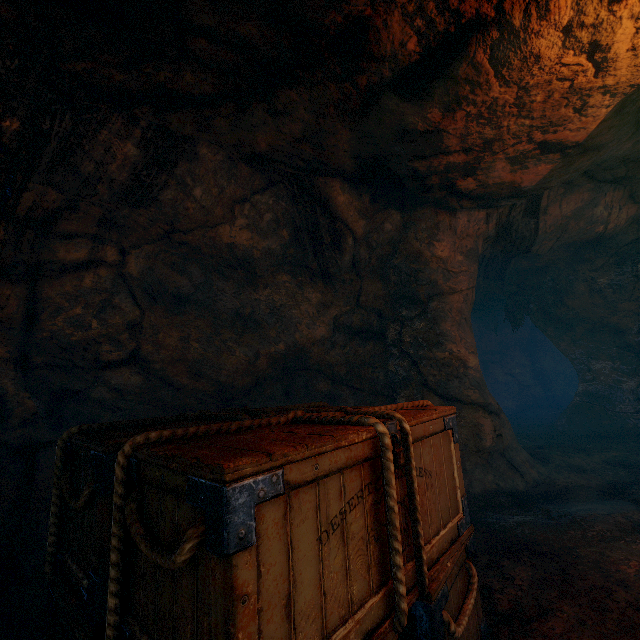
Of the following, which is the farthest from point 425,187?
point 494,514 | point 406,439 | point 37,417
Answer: point 37,417

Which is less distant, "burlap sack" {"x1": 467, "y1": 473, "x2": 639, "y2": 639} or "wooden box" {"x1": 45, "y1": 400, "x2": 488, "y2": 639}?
"wooden box" {"x1": 45, "y1": 400, "x2": 488, "y2": 639}

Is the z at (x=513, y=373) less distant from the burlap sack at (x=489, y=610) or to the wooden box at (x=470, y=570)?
the burlap sack at (x=489, y=610)

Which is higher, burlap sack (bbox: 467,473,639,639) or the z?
the z

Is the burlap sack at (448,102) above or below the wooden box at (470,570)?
Result: above

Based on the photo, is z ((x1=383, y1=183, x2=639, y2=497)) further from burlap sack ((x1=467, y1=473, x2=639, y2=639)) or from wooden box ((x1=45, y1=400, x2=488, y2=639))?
wooden box ((x1=45, y1=400, x2=488, y2=639))

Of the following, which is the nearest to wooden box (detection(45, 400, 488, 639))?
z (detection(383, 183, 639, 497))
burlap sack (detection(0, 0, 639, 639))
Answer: burlap sack (detection(0, 0, 639, 639))
